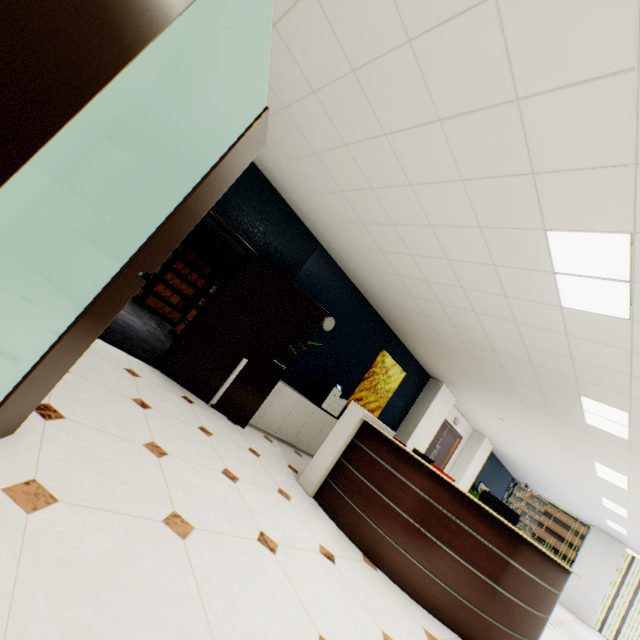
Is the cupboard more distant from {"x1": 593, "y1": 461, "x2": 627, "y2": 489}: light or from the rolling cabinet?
{"x1": 593, "y1": 461, "x2": 627, "y2": 489}: light

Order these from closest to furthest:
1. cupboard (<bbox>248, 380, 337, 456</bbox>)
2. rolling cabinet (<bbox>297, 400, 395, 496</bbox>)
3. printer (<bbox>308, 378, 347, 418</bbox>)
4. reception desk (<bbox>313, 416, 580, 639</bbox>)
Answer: reception desk (<bbox>313, 416, 580, 639</bbox>) < rolling cabinet (<bbox>297, 400, 395, 496</bbox>) < cupboard (<bbox>248, 380, 337, 456</bbox>) < printer (<bbox>308, 378, 347, 418</bbox>)

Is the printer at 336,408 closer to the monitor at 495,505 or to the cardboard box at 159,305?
the monitor at 495,505

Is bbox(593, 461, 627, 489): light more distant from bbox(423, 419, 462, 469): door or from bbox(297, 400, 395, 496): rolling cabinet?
bbox(297, 400, 395, 496): rolling cabinet

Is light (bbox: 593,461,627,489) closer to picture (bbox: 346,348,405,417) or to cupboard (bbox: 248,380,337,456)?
picture (bbox: 346,348,405,417)

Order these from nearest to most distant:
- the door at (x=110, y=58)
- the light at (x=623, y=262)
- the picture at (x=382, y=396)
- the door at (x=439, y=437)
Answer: the door at (x=110, y=58) → the light at (x=623, y=262) → the picture at (x=382, y=396) → the door at (x=439, y=437)

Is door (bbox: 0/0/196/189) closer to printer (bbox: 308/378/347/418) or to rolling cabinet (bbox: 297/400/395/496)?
rolling cabinet (bbox: 297/400/395/496)

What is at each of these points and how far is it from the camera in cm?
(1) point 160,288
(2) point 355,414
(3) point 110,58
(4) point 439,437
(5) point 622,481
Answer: (1) cardboard box, 909
(2) rolling cabinet, 402
(3) door, 74
(4) door, 968
(5) light, 598
